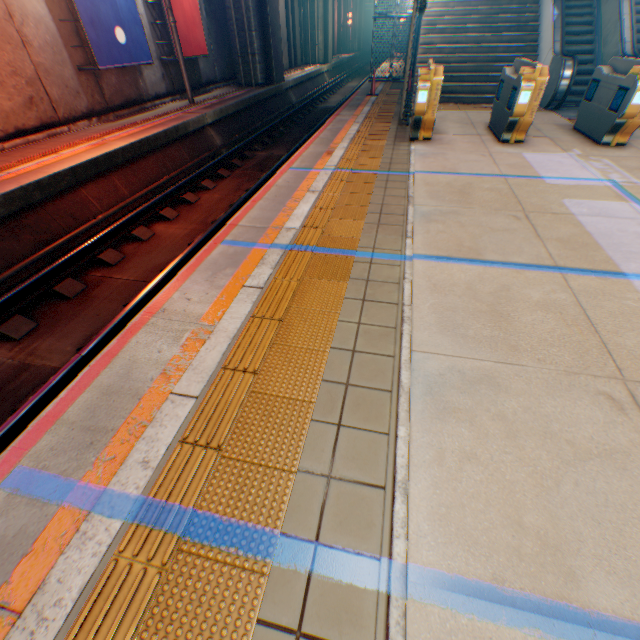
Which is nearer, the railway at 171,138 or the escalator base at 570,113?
the railway at 171,138

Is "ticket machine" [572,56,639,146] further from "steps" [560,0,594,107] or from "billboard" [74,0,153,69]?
"billboard" [74,0,153,69]

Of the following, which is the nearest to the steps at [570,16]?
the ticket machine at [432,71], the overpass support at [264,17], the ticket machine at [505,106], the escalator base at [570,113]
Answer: the escalator base at [570,113]

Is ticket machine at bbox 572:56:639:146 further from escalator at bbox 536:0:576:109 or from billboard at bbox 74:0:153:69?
billboard at bbox 74:0:153:69

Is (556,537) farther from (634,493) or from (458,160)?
(458,160)

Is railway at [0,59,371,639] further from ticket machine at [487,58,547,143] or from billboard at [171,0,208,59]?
ticket machine at [487,58,547,143]

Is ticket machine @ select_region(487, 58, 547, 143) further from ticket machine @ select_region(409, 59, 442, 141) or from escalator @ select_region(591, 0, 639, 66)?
escalator @ select_region(591, 0, 639, 66)

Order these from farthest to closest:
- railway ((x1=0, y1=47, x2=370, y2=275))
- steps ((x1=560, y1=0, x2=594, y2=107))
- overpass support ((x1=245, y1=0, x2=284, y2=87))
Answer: overpass support ((x1=245, y1=0, x2=284, y2=87)), steps ((x1=560, y1=0, x2=594, y2=107)), railway ((x1=0, y1=47, x2=370, y2=275))
